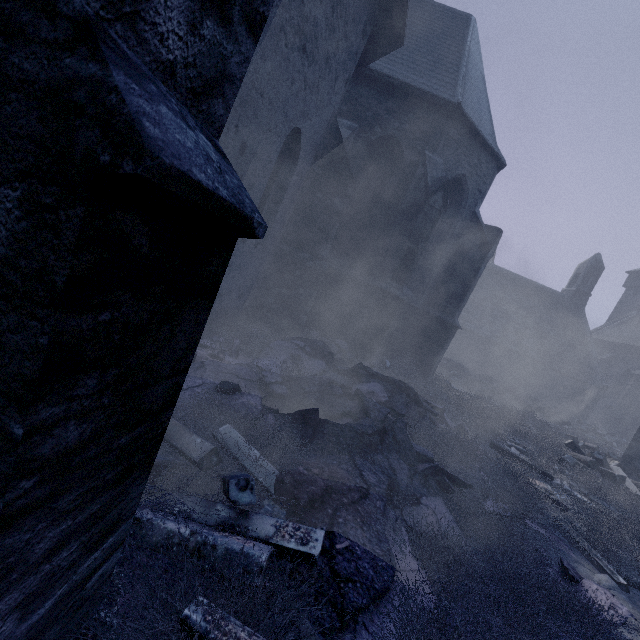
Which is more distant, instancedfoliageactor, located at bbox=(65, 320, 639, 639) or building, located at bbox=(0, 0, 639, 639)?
instancedfoliageactor, located at bbox=(65, 320, 639, 639)

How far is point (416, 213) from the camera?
7.99m

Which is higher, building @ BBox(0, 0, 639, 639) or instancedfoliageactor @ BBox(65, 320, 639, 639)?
building @ BBox(0, 0, 639, 639)

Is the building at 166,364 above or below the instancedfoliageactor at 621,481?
above

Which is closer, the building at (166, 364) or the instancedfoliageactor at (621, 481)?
the building at (166, 364)
